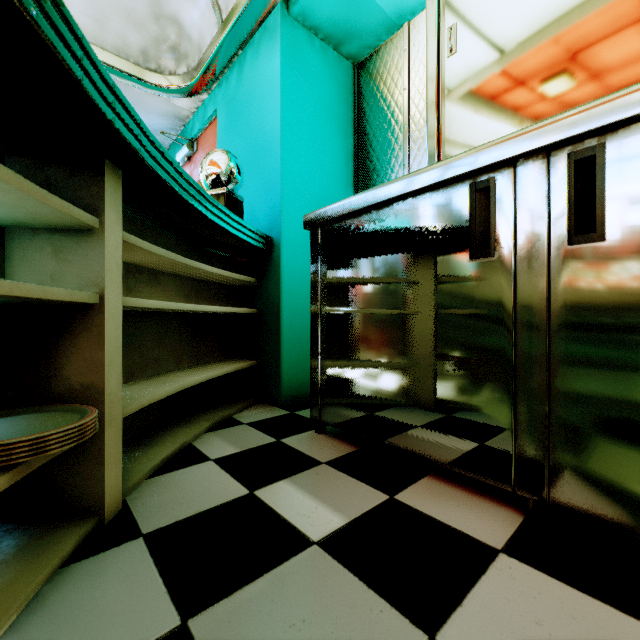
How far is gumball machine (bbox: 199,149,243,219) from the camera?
1.9 meters

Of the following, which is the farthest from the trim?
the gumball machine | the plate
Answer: the plate

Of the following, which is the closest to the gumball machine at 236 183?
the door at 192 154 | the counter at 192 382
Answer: the counter at 192 382

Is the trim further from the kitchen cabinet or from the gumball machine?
the gumball machine

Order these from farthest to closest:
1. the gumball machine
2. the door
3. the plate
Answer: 1. the door
2. the gumball machine
3. the plate

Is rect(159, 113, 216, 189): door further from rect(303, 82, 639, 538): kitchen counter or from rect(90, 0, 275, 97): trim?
rect(303, 82, 639, 538): kitchen counter

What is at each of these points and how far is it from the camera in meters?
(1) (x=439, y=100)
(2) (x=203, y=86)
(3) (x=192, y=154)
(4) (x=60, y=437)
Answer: (1) kitchen cabinet, 1.3 m
(2) trim, 2.9 m
(3) door, 3.4 m
(4) plate, 0.7 m

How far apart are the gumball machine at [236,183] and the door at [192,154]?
0.89m
